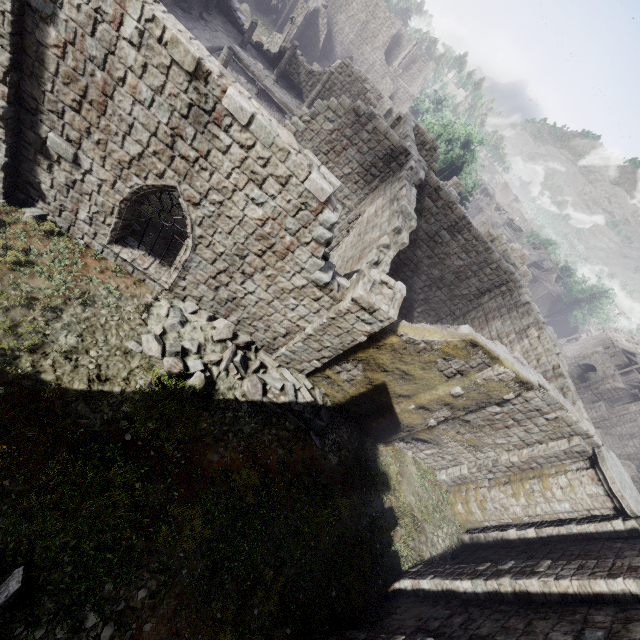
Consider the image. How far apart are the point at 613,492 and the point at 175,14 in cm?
3485

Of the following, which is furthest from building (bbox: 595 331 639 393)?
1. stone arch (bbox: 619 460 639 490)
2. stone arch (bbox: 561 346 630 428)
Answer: stone arch (bbox: 619 460 639 490)

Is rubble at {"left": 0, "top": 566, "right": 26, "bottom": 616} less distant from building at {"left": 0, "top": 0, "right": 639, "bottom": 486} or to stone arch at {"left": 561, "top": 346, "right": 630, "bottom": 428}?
Answer: building at {"left": 0, "top": 0, "right": 639, "bottom": 486}

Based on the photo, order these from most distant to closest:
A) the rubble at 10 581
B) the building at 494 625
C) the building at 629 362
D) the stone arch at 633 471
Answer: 1. the building at 629 362
2. the stone arch at 633 471
3. the building at 494 625
4. the rubble at 10 581

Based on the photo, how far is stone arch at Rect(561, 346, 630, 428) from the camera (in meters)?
44.88

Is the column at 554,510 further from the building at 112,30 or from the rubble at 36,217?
the rubble at 36,217

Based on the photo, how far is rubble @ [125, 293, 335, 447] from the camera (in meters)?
8.95

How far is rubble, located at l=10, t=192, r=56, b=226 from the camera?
8.86m
